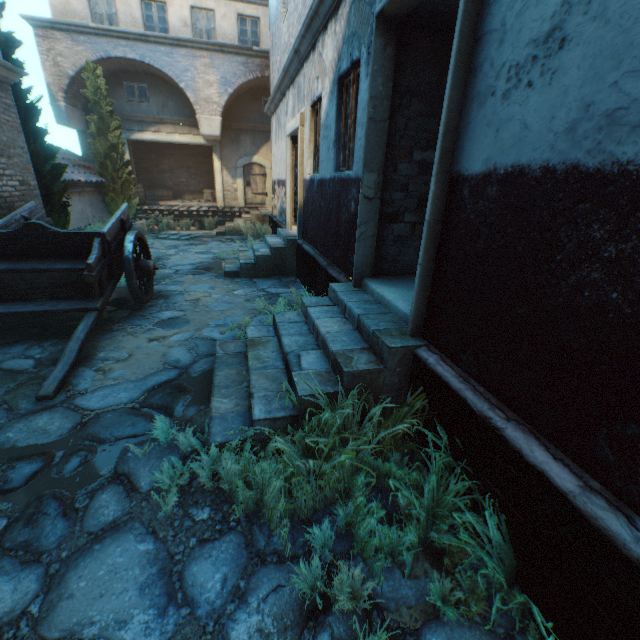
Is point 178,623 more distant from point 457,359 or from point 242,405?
point 457,359

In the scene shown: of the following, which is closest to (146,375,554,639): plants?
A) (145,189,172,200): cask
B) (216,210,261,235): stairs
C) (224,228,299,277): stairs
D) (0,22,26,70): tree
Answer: (224,228,299,277): stairs

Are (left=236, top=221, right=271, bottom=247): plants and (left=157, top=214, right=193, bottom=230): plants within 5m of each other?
yes

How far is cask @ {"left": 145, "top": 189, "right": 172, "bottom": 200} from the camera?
17.5m

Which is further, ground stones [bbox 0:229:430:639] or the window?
the window

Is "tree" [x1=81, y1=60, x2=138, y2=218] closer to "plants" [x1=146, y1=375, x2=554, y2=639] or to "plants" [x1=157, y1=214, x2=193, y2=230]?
"plants" [x1=157, y1=214, x2=193, y2=230]

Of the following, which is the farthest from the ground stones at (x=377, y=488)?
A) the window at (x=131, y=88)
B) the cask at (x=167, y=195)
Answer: the window at (x=131, y=88)

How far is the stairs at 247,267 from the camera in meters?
8.2 m
